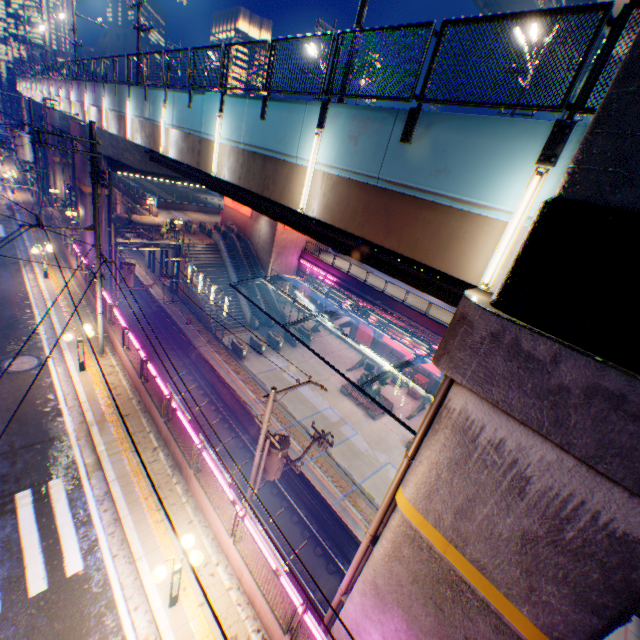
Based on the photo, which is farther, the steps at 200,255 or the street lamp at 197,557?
the steps at 200,255

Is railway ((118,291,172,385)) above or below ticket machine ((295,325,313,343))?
below

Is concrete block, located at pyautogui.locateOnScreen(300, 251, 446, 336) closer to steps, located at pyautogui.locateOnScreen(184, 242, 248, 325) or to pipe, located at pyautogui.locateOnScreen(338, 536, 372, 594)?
steps, located at pyautogui.locateOnScreen(184, 242, 248, 325)

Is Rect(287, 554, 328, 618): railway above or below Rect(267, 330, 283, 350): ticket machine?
below

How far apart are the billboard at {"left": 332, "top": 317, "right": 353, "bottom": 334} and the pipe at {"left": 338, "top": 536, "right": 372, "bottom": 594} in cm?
2670

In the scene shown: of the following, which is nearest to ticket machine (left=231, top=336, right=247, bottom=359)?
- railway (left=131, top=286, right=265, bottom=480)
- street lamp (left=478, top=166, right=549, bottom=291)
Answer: railway (left=131, top=286, right=265, bottom=480)

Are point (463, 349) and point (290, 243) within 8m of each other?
no

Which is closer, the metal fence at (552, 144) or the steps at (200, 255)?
the metal fence at (552, 144)
